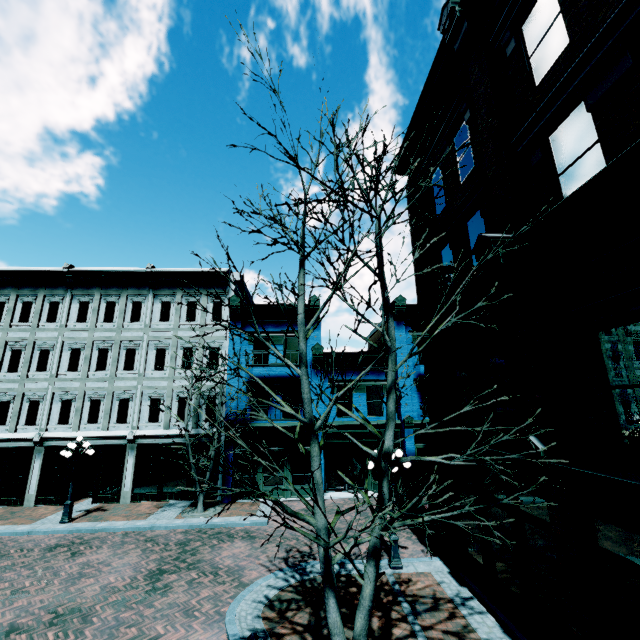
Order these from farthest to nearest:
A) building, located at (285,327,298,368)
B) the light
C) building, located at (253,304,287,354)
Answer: building, located at (253,304,287,354) → building, located at (285,327,298,368) → the light

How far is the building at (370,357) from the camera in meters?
19.2

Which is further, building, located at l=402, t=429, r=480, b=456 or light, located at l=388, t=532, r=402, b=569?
light, located at l=388, t=532, r=402, b=569

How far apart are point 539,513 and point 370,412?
12.7 meters

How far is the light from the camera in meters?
9.8

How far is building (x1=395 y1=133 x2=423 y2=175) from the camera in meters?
12.2

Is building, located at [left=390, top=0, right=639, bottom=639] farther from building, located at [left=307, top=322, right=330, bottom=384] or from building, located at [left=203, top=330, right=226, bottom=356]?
building, located at [left=203, top=330, right=226, bottom=356]

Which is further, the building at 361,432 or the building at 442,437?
the building at 361,432
